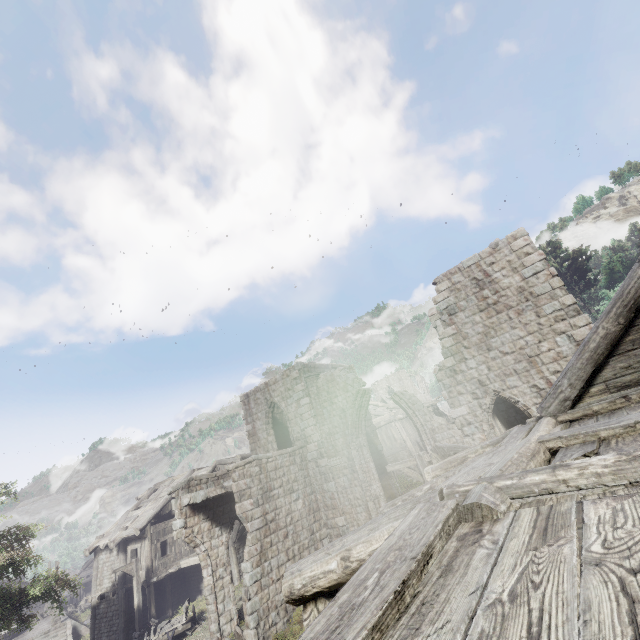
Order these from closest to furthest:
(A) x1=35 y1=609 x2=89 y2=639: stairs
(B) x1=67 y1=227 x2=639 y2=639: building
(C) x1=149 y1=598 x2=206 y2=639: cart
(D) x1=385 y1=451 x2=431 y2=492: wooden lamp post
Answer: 1. (B) x1=67 y1=227 x2=639 y2=639: building
2. (D) x1=385 y1=451 x2=431 y2=492: wooden lamp post
3. (C) x1=149 y1=598 x2=206 y2=639: cart
4. (A) x1=35 y1=609 x2=89 y2=639: stairs

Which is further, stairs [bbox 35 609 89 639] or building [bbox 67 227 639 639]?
stairs [bbox 35 609 89 639]

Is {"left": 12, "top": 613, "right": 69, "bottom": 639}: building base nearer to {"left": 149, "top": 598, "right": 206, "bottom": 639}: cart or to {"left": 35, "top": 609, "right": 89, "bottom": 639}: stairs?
{"left": 35, "top": 609, "right": 89, "bottom": 639}: stairs

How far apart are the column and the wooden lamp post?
6.71m

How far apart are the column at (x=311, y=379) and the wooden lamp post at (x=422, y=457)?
6.71m

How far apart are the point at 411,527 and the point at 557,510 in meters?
1.0 m

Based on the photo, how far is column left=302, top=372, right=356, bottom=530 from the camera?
16.17m

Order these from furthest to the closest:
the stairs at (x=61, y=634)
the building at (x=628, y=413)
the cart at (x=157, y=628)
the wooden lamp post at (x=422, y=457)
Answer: the stairs at (x=61, y=634) < the cart at (x=157, y=628) < the wooden lamp post at (x=422, y=457) < the building at (x=628, y=413)
